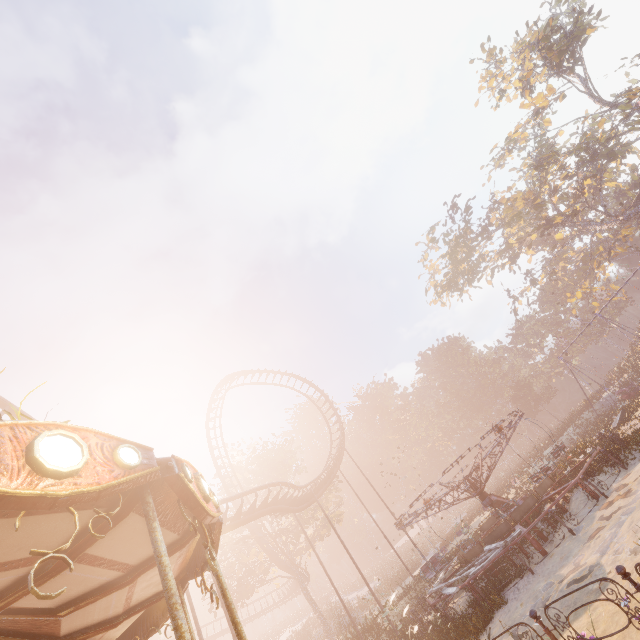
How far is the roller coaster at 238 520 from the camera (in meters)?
17.41

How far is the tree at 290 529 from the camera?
29.6m

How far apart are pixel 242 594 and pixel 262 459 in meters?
11.8 m

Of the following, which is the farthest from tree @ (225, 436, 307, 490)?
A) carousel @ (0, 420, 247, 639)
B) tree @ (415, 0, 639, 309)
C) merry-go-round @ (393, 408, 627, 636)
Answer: tree @ (415, 0, 639, 309)

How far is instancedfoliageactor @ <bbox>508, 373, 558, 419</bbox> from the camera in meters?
51.9 m

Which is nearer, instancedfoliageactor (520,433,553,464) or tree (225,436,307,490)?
instancedfoliageactor (520,433,553,464)

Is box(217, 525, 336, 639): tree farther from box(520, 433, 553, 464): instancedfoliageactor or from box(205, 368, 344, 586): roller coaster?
box(520, 433, 553, 464): instancedfoliageactor

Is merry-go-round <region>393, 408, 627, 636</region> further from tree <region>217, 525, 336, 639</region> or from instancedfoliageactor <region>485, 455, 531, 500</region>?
tree <region>217, 525, 336, 639</region>
